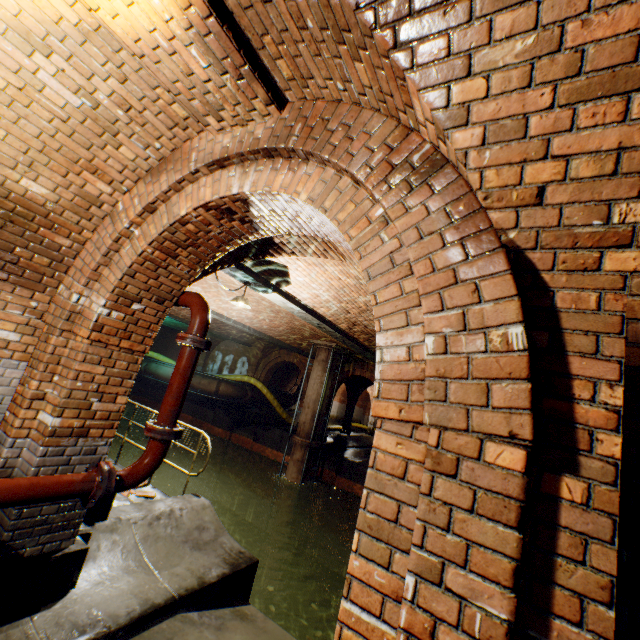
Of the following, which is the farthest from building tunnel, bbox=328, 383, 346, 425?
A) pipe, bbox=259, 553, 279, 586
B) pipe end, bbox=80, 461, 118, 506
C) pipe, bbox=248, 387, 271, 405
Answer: pipe end, bbox=80, 461, 118, 506

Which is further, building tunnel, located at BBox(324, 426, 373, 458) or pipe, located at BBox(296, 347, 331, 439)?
building tunnel, located at BBox(324, 426, 373, 458)

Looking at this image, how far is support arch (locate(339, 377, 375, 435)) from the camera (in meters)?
22.48

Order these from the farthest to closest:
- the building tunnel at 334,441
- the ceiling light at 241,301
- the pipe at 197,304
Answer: the building tunnel at 334,441, the ceiling light at 241,301, the pipe at 197,304

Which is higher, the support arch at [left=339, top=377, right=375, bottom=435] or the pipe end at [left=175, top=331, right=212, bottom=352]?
the support arch at [left=339, top=377, right=375, bottom=435]

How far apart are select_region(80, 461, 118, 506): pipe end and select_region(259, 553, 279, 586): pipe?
12.3m

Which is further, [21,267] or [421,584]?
[21,267]

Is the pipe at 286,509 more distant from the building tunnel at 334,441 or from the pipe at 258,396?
the pipe at 258,396
